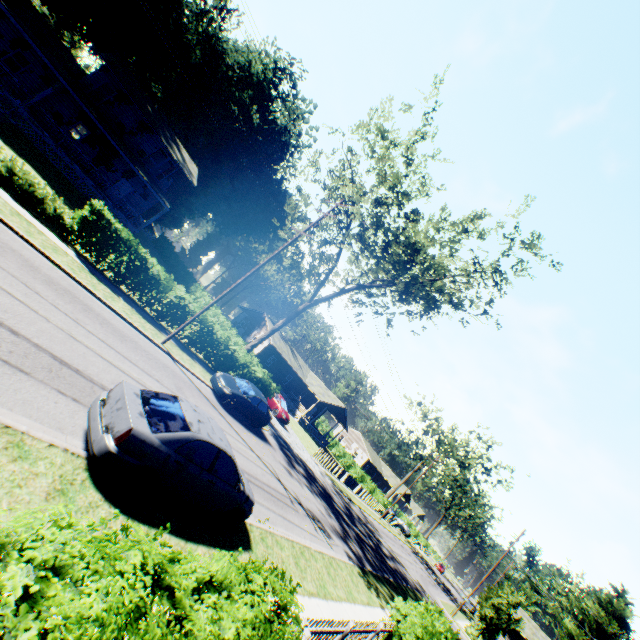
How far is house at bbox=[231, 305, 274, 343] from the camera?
45.3 meters

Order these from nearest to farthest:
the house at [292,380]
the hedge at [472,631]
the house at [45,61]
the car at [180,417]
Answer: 1. the car at [180,417]
2. the house at [45,61]
3. the hedge at [472,631]
4. the house at [292,380]

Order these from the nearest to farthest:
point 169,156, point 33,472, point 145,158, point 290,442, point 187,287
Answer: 1. point 33,472
2. point 290,442
3. point 145,158
4. point 169,156
5. point 187,287

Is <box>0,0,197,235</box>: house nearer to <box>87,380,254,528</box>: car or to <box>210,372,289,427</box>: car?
<box>210,372,289,427</box>: car

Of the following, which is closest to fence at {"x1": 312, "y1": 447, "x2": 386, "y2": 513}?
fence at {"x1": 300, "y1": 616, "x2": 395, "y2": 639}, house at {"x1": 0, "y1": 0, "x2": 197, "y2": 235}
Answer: fence at {"x1": 300, "y1": 616, "x2": 395, "y2": 639}

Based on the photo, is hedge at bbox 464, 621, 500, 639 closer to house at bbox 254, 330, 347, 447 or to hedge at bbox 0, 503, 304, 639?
house at bbox 254, 330, 347, 447

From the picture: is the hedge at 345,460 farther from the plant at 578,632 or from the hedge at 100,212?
the hedge at 100,212

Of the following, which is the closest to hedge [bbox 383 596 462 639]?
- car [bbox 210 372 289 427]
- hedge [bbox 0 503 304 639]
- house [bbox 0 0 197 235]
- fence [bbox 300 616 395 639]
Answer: fence [bbox 300 616 395 639]
